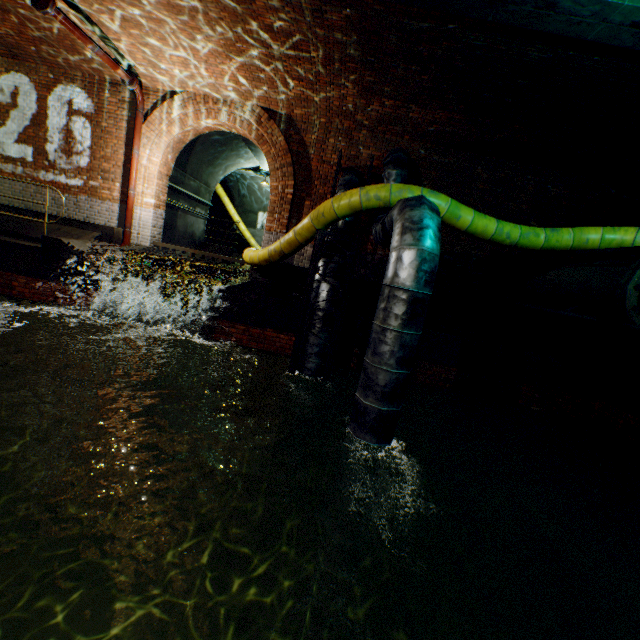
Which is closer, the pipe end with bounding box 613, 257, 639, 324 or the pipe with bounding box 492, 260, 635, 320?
the pipe end with bounding box 613, 257, 639, 324

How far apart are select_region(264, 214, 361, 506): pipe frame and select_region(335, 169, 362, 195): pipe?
0.04m

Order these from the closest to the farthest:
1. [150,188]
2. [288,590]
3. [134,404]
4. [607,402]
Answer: [288,590]
[607,402]
[134,404]
[150,188]

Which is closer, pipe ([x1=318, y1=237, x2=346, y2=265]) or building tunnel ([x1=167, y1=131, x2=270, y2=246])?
pipe ([x1=318, y1=237, x2=346, y2=265])

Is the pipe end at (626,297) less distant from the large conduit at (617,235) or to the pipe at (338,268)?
the large conduit at (617,235)

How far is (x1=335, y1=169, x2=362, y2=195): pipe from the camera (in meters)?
7.51

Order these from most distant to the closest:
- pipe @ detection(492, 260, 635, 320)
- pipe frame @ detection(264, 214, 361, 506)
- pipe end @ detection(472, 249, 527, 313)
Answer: pipe end @ detection(472, 249, 527, 313) < pipe frame @ detection(264, 214, 361, 506) < pipe @ detection(492, 260, 635, 320)

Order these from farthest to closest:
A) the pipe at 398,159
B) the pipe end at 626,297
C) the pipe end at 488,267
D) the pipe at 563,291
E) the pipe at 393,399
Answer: the pipe end at 488,267
the pipe at 398,159
the pipe at 563,291
the pipe end at 626,297
the pipe at 393,399
